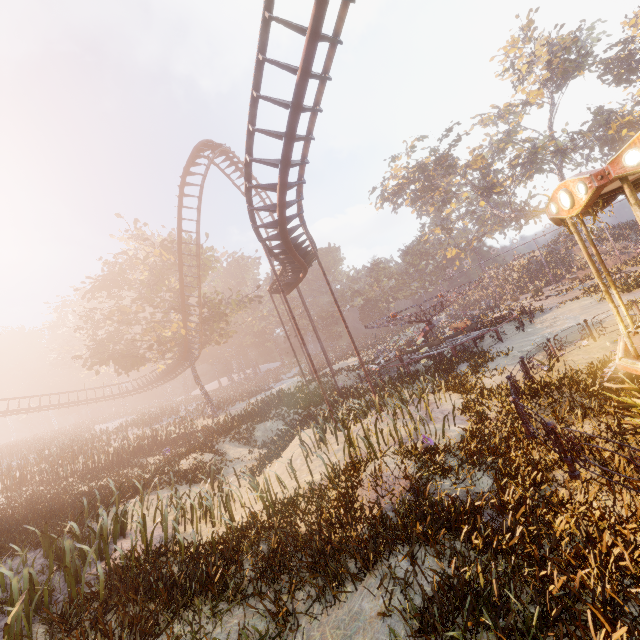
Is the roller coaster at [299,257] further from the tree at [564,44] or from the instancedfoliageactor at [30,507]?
the tree at [564,44]

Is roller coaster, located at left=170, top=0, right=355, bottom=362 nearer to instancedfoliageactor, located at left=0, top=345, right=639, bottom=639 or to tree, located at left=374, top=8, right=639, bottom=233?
instancedfoliageactor, located at left=0, top=345, right=639, bottom=639

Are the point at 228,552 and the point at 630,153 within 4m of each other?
no

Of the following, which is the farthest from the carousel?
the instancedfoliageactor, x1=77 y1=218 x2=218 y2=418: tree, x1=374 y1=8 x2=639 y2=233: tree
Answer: x1=374 y1=8 x2=639 y2=233: tree

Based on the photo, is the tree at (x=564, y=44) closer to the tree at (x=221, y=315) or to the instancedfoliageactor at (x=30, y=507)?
the tree at (x=221, y=315)

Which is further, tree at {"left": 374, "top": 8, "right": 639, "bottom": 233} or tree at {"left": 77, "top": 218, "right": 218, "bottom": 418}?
tree at {"left": 374, "top": 8, "right": 639, "bottom": 233}

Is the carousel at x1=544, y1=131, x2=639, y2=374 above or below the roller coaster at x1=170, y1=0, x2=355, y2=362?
below
